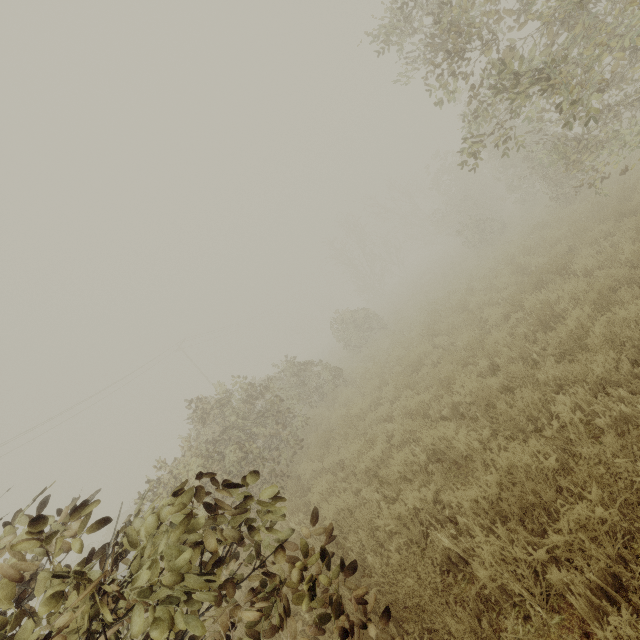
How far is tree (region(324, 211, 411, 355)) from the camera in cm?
1811

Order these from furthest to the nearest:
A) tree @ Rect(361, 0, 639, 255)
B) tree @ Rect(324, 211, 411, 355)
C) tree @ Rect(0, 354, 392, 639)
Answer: tree @ Rect(324, 211, 411, 355) < tree @ Rect(361, 0, 639, 255) < tree @ Rect(0, 354, 392, 639)

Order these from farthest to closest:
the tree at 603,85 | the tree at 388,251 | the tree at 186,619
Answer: the tree at 388,251
the tree at 603,85
the tree at 186,619

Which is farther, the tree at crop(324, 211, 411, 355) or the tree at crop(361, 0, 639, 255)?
the tree at crop(324, 211, 411, 355)

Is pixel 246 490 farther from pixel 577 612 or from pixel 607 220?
pixel 607 220

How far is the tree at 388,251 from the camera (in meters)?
18.11
